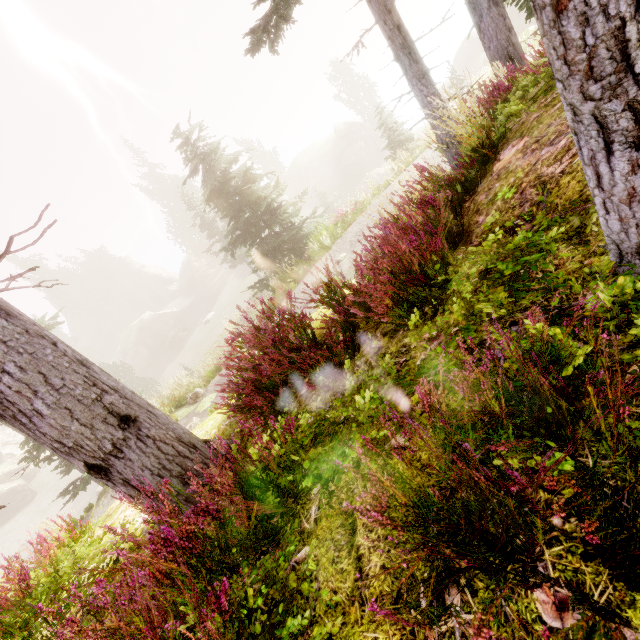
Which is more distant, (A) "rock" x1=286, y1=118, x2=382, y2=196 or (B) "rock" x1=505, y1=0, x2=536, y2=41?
(A) "rock" x1=286, y1=118, x2=382, y2=196

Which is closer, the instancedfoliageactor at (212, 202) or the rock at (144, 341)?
the instancedfoliageactor at (212, 202)

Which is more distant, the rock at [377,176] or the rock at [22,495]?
the rock at [377,176]

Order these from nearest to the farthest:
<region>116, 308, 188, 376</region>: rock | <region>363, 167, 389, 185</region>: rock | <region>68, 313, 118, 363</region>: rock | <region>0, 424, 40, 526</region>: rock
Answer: <region>0, 424, 40, 526</region>: rock, <region>363, 167, 389, 185</region>: rock, <region>116, 308, 188, 376</region>: rock, <region>68, 313, 118, 363</region>: rock

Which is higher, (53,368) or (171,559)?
(53,368)

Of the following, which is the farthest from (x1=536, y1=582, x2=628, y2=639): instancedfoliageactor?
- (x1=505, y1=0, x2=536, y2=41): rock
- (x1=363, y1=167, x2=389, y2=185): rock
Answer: (x1=363, y1=167, x2=389, y2=185): rock

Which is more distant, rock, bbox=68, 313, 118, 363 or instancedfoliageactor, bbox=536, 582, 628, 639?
rock, bbox=68, 313, 118, 363

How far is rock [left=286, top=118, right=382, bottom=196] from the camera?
45.2 meters
